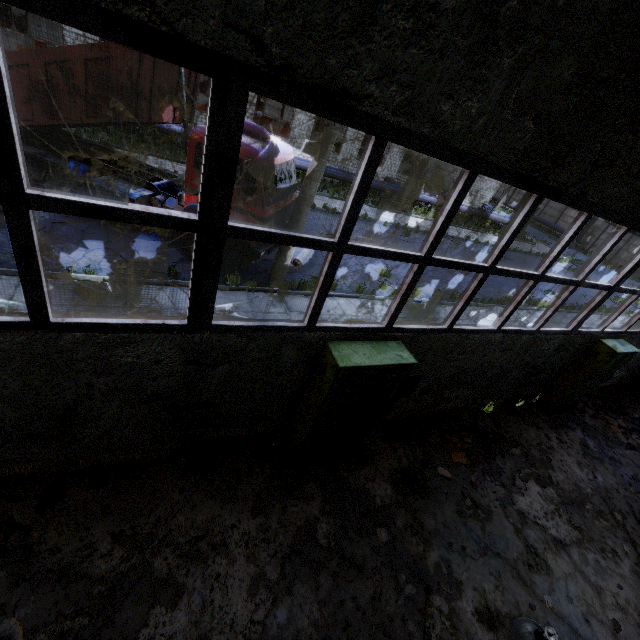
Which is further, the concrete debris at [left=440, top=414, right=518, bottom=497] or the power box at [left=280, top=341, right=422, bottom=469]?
the concrete debris at [left=440, top=414, right=518, bottom=497]

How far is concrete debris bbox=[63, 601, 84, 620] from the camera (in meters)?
3.35

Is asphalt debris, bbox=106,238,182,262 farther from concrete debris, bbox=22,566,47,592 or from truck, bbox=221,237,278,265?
concrete debris, bbox=22,566,47,592

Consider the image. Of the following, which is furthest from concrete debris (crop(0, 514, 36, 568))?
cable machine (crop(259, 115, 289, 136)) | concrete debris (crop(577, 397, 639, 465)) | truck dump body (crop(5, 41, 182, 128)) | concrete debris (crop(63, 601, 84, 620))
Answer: cable machine (crop(259, 115, 289, 136))

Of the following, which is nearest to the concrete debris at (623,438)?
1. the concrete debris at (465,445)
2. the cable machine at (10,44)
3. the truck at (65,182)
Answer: the concrete debris at (465,445)

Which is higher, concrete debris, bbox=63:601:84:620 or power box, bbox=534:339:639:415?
power box, bbox=534:339:639:415

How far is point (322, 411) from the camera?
4.6m

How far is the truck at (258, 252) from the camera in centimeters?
869cm
